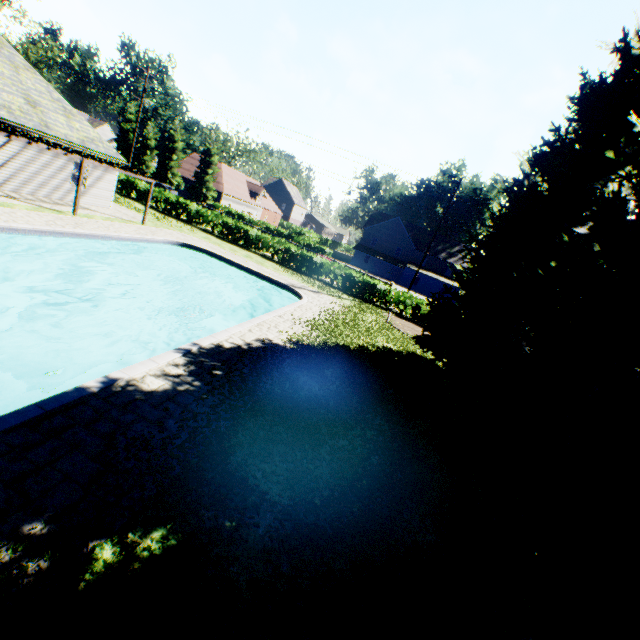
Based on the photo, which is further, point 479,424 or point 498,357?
point 498,357

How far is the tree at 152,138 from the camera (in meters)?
47.69

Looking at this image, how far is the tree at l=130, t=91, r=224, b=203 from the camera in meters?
47.7 m

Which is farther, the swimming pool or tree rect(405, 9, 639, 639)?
the swimming pool

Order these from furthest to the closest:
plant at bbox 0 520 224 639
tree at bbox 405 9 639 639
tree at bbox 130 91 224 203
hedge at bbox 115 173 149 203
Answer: tree at bbox 130 91 224 203 < hedge at bbox 115 173 149 203 < plant at bbox 0 520 224 639 < tree at bbox 405 9 639 639

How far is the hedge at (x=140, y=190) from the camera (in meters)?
31.23

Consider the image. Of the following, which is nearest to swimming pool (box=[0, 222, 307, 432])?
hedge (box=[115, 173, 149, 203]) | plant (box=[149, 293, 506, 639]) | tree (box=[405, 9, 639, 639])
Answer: plant (box=[149, 293, 506, 639])

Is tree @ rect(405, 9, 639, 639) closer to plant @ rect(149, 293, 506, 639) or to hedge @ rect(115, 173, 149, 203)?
plant @ rect(149, 293, 506, 639)
